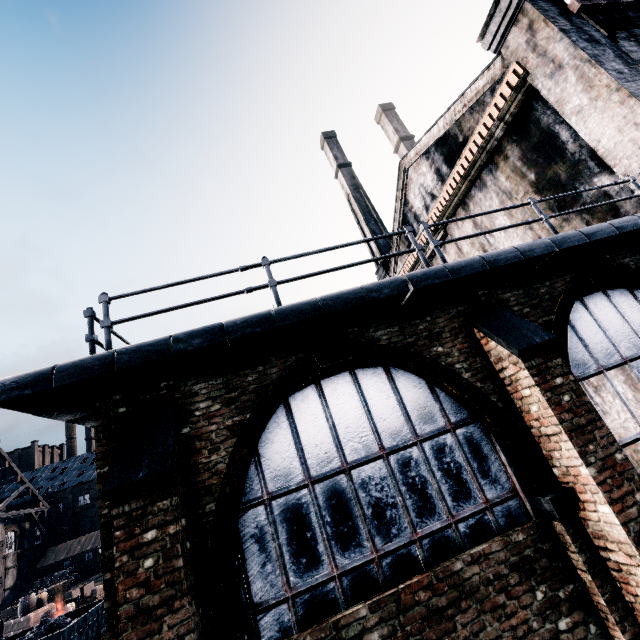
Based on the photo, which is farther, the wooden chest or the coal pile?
the wooden chest

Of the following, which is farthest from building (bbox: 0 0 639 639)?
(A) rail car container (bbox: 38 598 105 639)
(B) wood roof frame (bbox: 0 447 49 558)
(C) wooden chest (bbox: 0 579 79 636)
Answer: (B) wood roof frame (bbox: 0 447 49 558)

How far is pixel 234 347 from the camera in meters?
4.9 m

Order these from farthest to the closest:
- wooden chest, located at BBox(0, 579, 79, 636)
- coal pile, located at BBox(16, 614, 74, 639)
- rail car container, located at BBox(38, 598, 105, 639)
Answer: wooden chest, located at BBox(0, 579, 79, 636), coal pile, located at BBox(16, 614, 74, 639), rail car container, located at BBox(38, 598, 105, 639)

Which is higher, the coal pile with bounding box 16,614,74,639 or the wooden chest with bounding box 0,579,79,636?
the coal pile with bounding box 16,614,74,639

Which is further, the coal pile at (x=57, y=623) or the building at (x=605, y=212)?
the coal pile at (x=57, y=623)

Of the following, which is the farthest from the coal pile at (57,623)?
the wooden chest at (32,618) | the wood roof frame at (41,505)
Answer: the wood roof frame at (41,505)

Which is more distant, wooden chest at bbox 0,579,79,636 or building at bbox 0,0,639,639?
wooden chest at bbox 0,579,79,636
